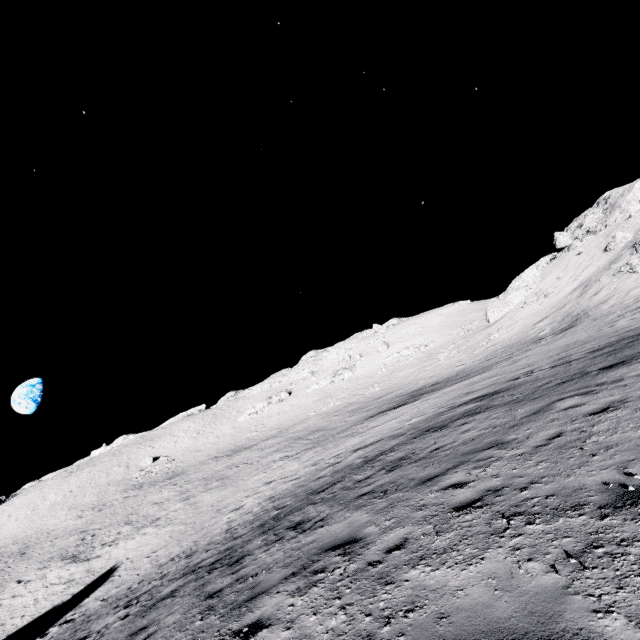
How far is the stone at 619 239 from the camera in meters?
41.2 m

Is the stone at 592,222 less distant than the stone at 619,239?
No

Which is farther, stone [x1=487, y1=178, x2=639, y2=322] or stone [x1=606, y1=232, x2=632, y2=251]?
stone [x1=487, y1=178, x2=639, y2=322]

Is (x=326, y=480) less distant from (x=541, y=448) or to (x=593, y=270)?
(x=541, y=448)

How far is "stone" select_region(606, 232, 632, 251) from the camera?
41.2 meters
